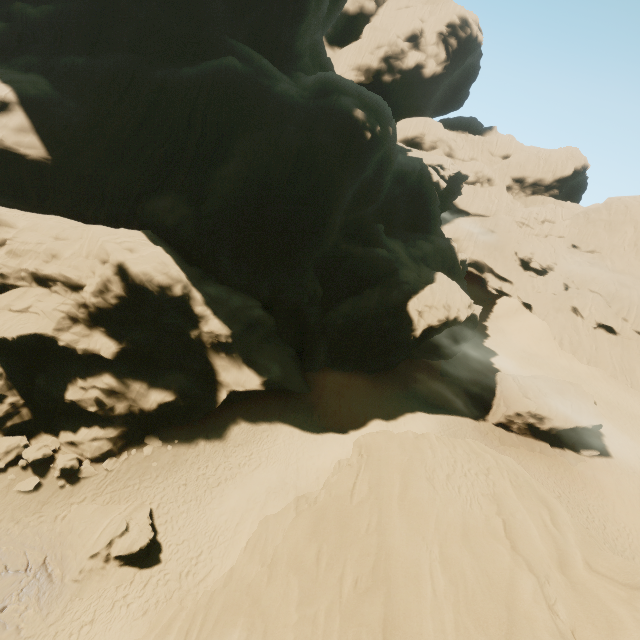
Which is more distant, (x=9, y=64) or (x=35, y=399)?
(x=9, y=64)

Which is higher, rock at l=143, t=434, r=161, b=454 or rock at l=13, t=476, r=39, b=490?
rock at l=13, t=476, r=39, b=490

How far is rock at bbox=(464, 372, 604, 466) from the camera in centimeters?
3189cm

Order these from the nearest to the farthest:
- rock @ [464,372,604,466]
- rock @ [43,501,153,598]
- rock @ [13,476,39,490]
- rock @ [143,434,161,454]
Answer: rock @ [43,501,153,598], rock @ [13,476,39,490], rock @ [143,434,161,454], rock @ [464,372,604,466]

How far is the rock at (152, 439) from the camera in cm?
2181

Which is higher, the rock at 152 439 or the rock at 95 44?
the rock at 95 44
